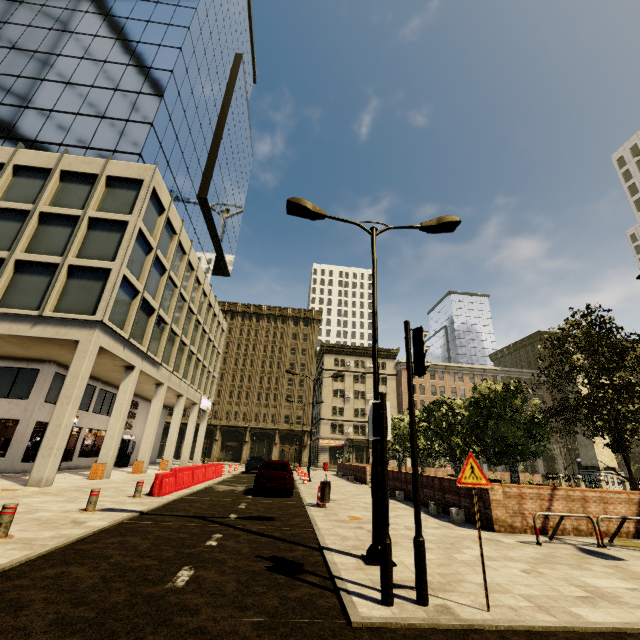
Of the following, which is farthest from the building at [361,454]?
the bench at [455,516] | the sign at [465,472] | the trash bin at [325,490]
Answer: the bench at [455,516]

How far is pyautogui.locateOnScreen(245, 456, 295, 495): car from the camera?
13.94m

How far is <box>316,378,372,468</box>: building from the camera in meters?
54.9

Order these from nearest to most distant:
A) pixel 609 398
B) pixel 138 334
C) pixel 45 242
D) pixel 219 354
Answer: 1. pixel 609 398
2. pixel 45 242
3. pixel 138 334
4. pixel 219 354

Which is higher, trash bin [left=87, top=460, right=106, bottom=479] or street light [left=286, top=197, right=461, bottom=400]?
street light [left=286, top=197, right=461, bottom=400]

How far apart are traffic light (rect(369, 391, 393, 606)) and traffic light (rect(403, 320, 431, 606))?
0.3 meters

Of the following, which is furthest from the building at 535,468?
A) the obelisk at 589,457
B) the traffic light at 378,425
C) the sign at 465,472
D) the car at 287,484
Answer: the obelisk at 589,457
